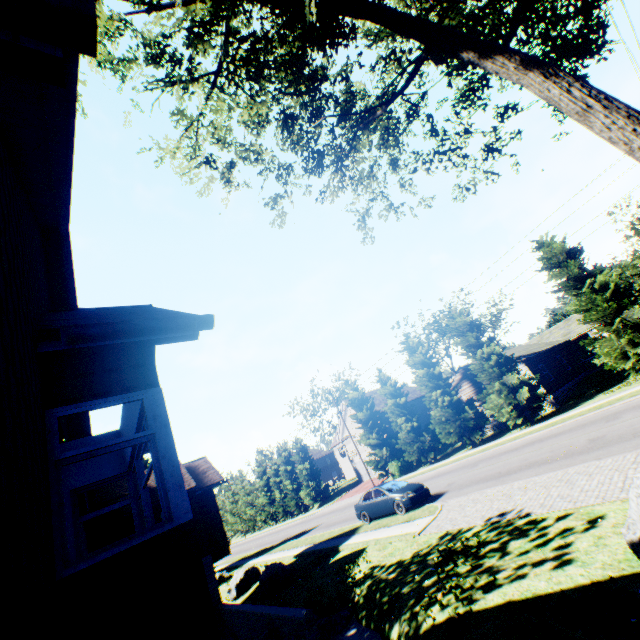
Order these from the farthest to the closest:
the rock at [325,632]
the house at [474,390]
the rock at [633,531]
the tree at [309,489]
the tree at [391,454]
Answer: the tree at [309,489]
the house at [474,390]
the tree at [391,454]
the rock at [325,632]
the rock at [633,531]

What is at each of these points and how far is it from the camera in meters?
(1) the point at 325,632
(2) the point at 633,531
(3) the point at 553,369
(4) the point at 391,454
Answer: (1) rock, 9.3 m
(2) rock, 5.0 m
(3) house, 29.7 m
(4) tree, 35.6 m

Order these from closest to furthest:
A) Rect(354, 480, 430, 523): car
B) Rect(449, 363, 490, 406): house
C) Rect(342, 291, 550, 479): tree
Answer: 1. Rect(354, 480, 430, 523): car
2. Rect(342, 291, 550, 479): tree
3. Rect(449, 363, 490, 406): house

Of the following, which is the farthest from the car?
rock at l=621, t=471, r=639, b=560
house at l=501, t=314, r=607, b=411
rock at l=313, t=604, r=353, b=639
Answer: house at l=501, t=314, r=607, b=411

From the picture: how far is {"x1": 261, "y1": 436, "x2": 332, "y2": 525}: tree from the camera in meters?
48.1 m

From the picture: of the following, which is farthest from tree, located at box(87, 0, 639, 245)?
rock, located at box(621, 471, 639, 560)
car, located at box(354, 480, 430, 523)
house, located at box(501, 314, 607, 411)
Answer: car, located at box(354, 480, 430, 523)

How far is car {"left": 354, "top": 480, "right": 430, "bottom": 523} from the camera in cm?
1619

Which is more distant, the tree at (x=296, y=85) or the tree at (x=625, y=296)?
the tree at (x=625, y=296)
